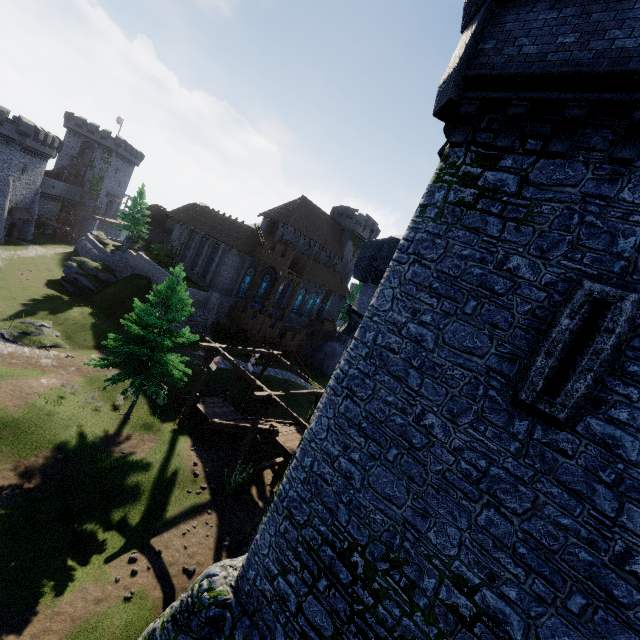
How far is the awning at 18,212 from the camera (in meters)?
46.44

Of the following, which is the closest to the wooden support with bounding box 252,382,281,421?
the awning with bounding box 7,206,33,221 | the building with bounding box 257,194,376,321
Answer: the building with bounding box 257,194,376,321

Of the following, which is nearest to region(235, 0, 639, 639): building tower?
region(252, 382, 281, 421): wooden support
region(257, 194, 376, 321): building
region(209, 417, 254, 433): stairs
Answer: region(209, 417, 254, 433): stairs

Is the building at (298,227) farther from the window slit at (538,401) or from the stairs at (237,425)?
the window slit at (538,401)

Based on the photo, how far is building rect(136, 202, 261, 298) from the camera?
38.8m

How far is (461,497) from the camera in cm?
618

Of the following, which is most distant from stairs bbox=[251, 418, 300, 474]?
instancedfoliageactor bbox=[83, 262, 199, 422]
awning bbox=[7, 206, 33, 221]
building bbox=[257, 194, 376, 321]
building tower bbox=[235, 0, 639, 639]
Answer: awning bbox=[7, 206, 33, 221]

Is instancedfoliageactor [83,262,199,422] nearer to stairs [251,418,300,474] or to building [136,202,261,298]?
stairs [251,418,300,474]
